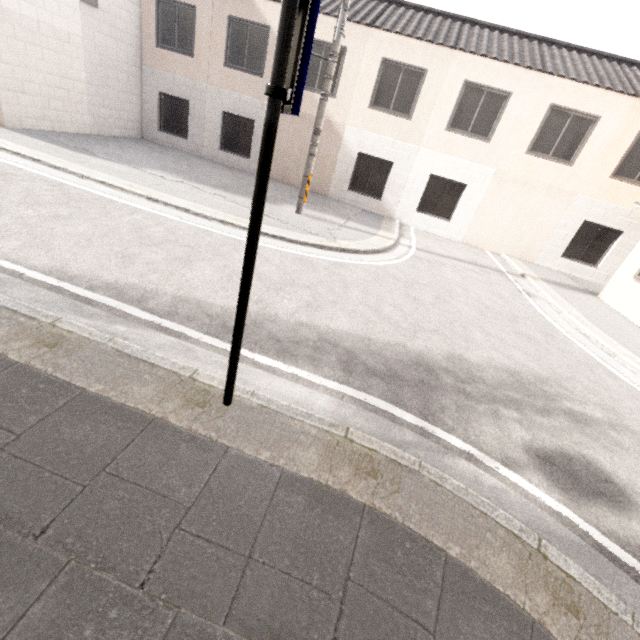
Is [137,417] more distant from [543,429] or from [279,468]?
[543,429]
